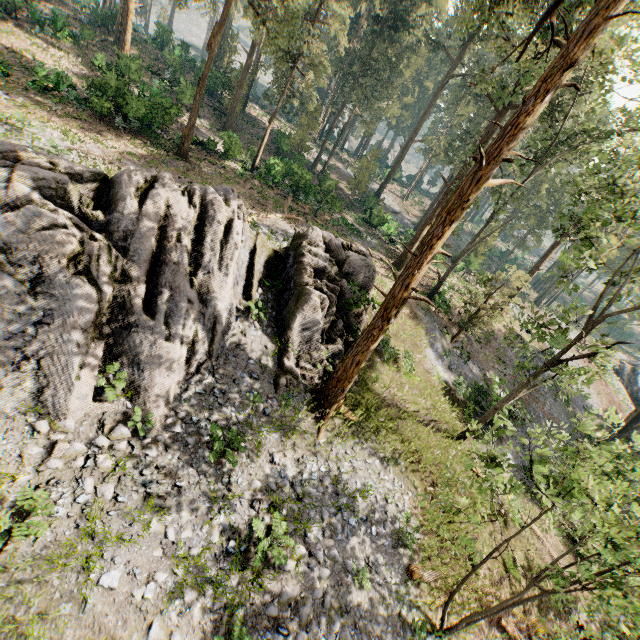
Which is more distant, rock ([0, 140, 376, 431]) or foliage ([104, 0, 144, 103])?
foliage ([104, 0, 144, 103])

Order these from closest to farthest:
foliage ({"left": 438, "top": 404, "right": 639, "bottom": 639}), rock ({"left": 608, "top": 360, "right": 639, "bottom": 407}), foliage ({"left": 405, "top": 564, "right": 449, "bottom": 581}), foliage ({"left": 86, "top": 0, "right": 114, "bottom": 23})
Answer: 1. foliage ({"left": 438, "top": 404, "right": 639, "bottom": 639})
2. foliage ({"left": 405, "top": 564, "right": 449, "bottom": 581})
3. foliage ({"left": 86, "top": 0, "right": 114, "bottom": 23})
4. rock ({"left": 608, "top": 360, "right": 639, "bottom": 407})

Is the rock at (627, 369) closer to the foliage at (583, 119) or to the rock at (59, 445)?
the foliage at (583, 119)

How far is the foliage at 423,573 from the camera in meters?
11.8 m

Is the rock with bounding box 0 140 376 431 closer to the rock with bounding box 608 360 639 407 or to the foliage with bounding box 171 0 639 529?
the foliage with bounding box 171 0 639 529

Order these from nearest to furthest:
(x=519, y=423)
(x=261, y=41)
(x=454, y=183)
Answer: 1. (x=519, y=423)
2. (x=454, y=183)
3. (x=261, y=41)

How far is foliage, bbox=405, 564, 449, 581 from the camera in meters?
11.8 m
